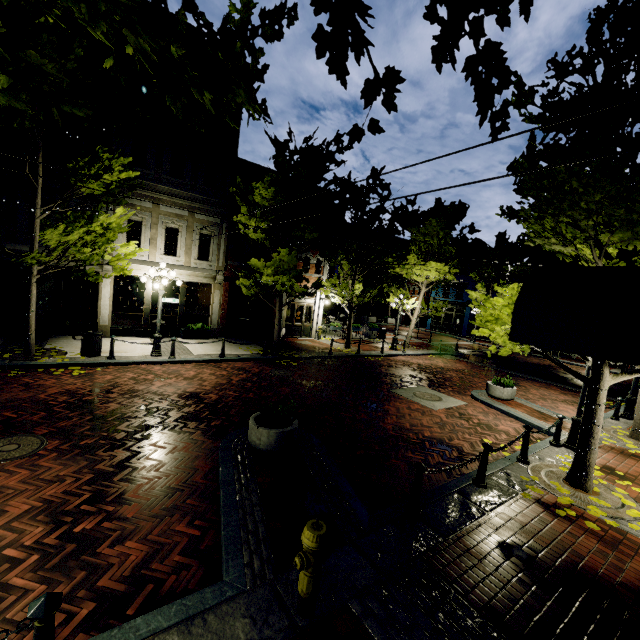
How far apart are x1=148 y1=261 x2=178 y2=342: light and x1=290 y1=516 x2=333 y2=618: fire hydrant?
10.7 meters

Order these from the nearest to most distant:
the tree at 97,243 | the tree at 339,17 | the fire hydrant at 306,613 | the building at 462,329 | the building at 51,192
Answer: the tree at 339,17 → the fire hydrant at 306,613 → the tree at 97,243 → the building at 51,192 → the building at 462,329

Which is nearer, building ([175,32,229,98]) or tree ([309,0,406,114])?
tree ([309,0,406,114])

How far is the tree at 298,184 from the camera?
12.5 meters

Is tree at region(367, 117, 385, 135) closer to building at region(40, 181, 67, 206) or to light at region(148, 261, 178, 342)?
building at region(40, 181, 67, 206)

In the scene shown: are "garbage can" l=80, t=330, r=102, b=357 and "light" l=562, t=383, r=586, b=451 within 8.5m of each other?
no

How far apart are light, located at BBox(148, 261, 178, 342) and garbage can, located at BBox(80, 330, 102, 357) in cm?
159

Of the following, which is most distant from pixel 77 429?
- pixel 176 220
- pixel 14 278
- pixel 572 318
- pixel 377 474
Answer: pixel 176 220
